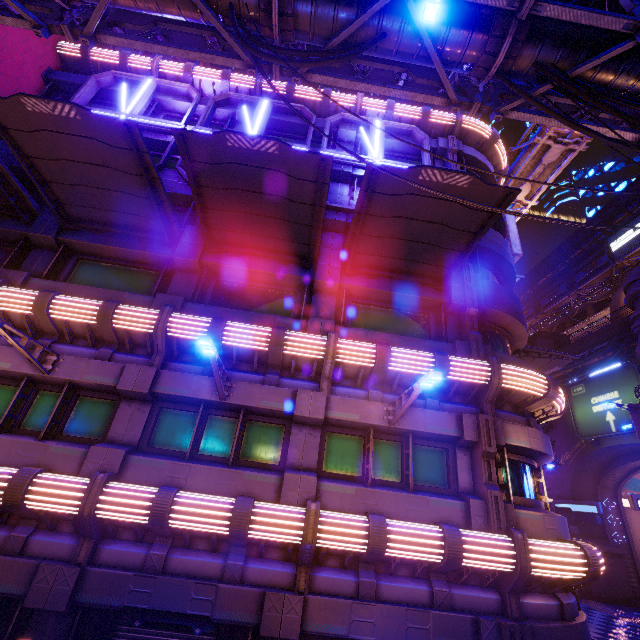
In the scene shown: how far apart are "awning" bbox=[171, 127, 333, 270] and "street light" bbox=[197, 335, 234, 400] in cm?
453

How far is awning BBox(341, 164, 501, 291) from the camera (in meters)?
8.93

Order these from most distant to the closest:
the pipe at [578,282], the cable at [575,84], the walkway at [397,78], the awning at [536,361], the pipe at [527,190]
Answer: the pipe at [578,282]
the pipe at [527,190]
the awning at [536,361]
the walkway at [397,78]
the cable at [575,84]

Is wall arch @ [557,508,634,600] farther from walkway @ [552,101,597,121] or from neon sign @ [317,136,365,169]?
neon sign @ [317,136,365,169]

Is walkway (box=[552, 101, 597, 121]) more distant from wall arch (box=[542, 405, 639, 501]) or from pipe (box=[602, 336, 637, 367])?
pipe (box=[602, 336, 637, 367])

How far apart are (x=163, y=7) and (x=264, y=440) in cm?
1102

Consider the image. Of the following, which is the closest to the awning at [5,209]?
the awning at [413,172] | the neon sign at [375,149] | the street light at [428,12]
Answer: the neon sign at [375,149]

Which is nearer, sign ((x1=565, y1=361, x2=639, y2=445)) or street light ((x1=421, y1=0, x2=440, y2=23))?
street light ((x1=421, y1=0, x2=440, y2=23))
